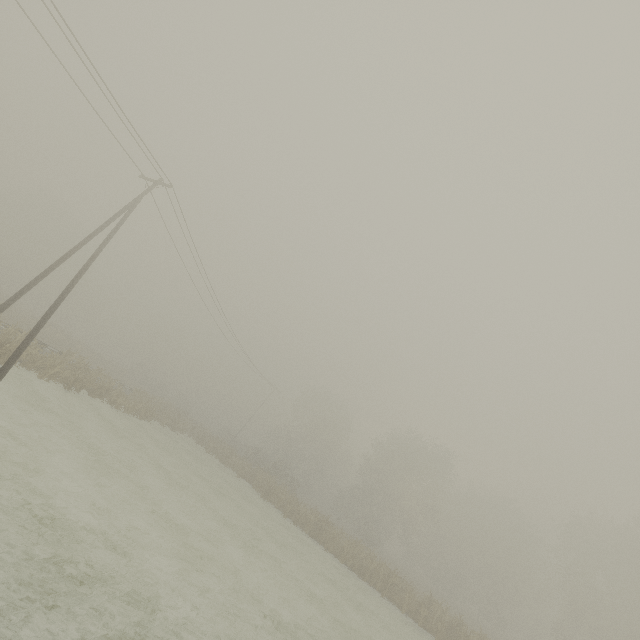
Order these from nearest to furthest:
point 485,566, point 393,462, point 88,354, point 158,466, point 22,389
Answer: A:
point 22,389
point 158,466
point 88,354
point 393,462
point 485,566
